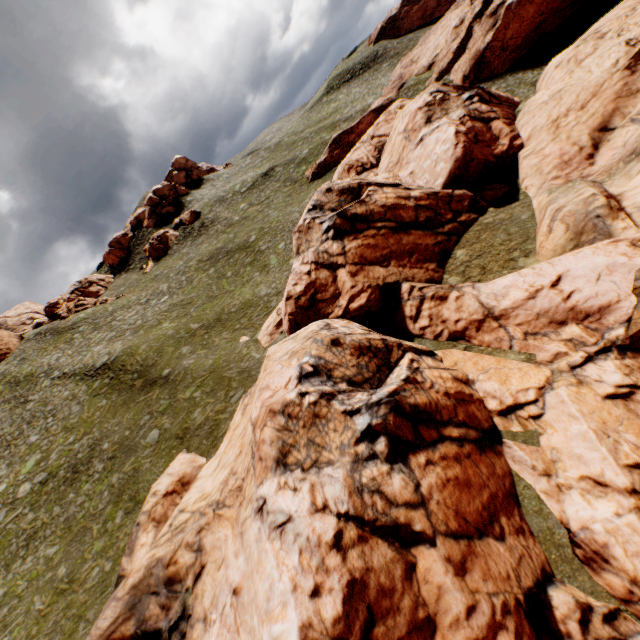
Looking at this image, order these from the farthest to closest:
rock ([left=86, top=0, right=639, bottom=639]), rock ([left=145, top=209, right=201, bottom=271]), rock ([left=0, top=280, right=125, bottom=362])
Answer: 1. rock ([left=145, top=209, right=201, bottom=271])
2. rock ([left=0, top=280, right=125, bottom=362])
3. rock ([left=86, top=0, right=639, bottom=639])

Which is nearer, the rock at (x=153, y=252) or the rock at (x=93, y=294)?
the rock at (x=93, y=294)

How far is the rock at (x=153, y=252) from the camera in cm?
5753

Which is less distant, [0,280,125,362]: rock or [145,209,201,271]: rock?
[0,280,125,362]: rock

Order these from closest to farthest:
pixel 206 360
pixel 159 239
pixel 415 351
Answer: pixel 415 351 → pixel 206 360 → pixel 159 239

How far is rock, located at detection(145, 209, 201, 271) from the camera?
57.53m

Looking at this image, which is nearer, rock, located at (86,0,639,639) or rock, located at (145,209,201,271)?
rock, located at (86,0,639,639)
